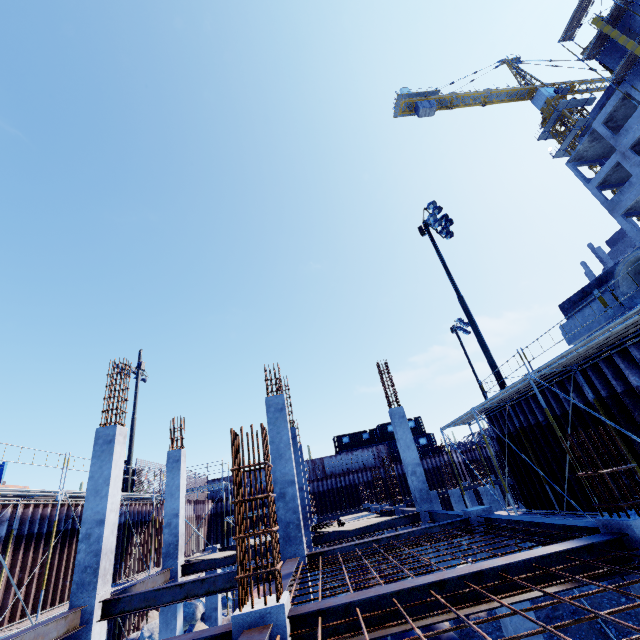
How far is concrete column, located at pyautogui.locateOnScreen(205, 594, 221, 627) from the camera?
14.84m

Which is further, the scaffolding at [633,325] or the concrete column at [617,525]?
the scaffolding at [633,325]

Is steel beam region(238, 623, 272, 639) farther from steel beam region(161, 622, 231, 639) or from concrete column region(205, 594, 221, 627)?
concrete column region(205, 594, 221, 627)

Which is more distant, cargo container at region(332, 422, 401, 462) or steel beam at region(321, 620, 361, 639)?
cargo container at region(332, 422, 401, 462)

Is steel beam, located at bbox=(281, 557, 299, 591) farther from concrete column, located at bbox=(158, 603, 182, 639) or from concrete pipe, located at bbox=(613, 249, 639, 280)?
concrete pipe, located at bbox=(613, 249, 639, 280)

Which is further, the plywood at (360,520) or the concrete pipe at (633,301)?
the plywood at (360,520)

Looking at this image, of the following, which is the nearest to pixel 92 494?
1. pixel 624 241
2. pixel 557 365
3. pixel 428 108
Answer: pixel 557 365

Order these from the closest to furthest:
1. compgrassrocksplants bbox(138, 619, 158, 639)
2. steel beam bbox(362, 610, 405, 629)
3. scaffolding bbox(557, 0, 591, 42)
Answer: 1. steel beam bbox(362, 610, 405, 629)
2. compgrassrocksplants bbox(138, 619, 158, 639)
3. scaffolding bbox(557, 0, 591, 42)
